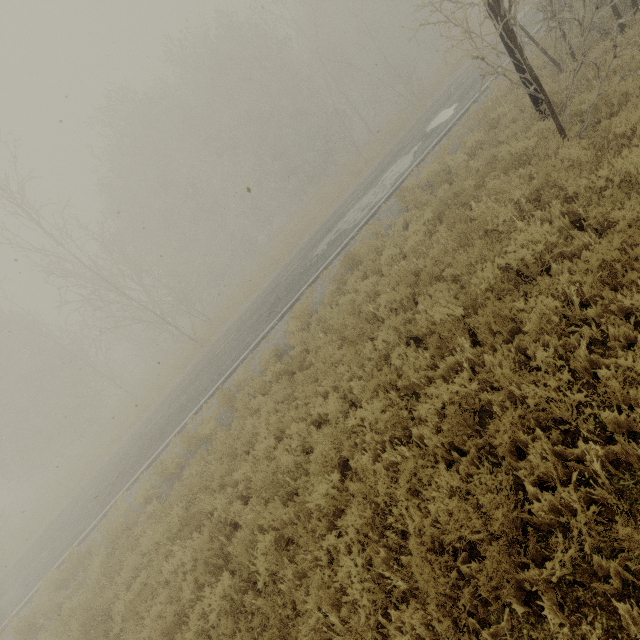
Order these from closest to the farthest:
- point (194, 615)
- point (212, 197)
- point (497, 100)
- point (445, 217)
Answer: point (194, 615) → point (445, 217) → point (497, 100) → point (212, 197)
